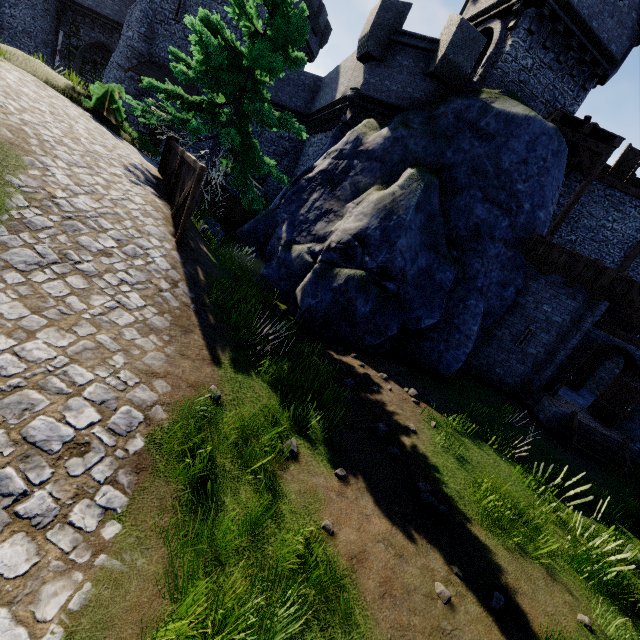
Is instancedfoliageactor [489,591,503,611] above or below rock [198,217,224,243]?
below

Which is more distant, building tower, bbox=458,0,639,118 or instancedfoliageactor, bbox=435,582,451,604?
building tower, bbox=458,0,639,118

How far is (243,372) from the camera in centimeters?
612cm

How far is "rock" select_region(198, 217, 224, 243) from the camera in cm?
1128

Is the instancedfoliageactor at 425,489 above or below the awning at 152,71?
below

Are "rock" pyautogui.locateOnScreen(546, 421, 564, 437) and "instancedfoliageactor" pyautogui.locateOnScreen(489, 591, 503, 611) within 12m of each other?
yes

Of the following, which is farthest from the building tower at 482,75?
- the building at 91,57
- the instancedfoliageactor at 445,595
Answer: the instancedfoliageactor at 445,595

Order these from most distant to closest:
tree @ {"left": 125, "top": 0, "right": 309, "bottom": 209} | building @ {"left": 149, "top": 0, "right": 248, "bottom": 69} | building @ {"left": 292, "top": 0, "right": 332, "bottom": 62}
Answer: building @ {"left": 292, "top": 0, "right": 332, "bottom": 62} < building @ {"left": 149, "top": 0, "right": 248, "bottom": 69} < tree @ {"left": 125, "top": 0, "right": 309, "bottom": 209}
